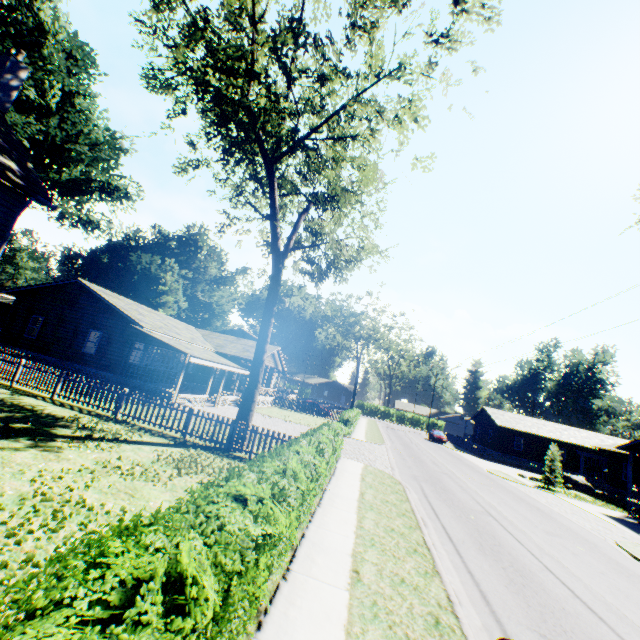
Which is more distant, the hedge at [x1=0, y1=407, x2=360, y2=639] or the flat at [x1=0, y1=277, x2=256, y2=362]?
the flat at [x1=0, y1=277, x2=256, y2=362]

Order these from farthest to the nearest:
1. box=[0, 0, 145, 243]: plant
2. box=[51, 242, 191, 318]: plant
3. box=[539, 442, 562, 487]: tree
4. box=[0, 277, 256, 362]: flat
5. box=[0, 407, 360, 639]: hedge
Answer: box=[51, 242, 191, 318]: plant, box=[0, 0, 145, 243]: plant, box=[539, 442, 562, 487]: tree, box=[0, 277, 256, 362]: flat, box=[0, 407, 360, 639]: hedge

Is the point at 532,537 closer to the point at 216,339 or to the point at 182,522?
the point at 182,522

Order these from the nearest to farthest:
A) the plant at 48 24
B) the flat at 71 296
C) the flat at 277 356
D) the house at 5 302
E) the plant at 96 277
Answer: the flat at 71 296, the plant at 48 24, the flat at 277 356, the house at 5 302, the plant at 96 277

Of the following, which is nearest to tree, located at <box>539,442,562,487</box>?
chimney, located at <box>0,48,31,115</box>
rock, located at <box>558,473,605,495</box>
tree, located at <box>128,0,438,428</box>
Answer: rock, located at <box>558,473,605,495</box>

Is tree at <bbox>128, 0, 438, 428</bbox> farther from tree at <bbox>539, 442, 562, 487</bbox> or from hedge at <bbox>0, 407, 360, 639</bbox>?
tree at <bbox>539, 442, 562, 487</bbox>

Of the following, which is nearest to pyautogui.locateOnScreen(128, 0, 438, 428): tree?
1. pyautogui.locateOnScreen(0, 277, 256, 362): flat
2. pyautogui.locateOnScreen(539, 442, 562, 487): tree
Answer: pyautogui.locateOnScreen(0, 277, 256, 362): flat

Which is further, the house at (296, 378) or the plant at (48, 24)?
the house at (296, 378)
